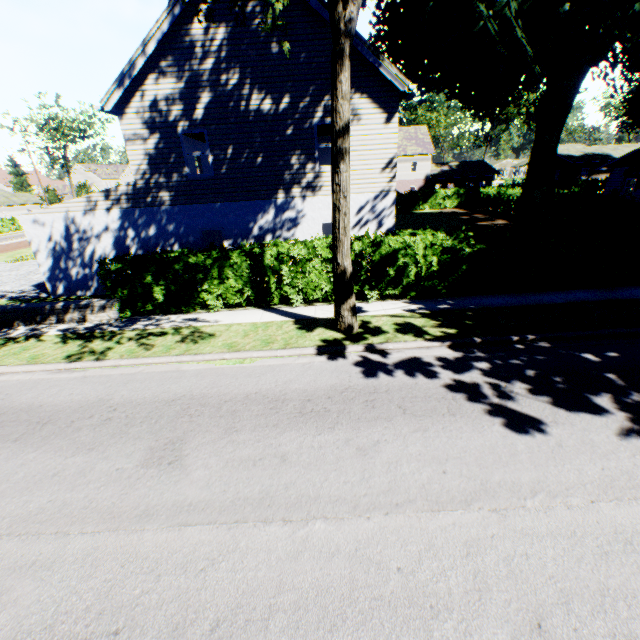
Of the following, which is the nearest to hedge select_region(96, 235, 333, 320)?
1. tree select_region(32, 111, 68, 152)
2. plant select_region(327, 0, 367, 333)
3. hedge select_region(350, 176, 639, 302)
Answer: hedge select_region(350, 176, 639, 302)

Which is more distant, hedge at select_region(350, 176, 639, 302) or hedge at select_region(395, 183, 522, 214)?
hedge at select_region(395, 183, 522, 214)

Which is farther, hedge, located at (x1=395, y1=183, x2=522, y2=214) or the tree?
the tree

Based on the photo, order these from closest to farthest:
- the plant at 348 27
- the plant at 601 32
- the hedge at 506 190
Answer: the plant at 348 27, the plant at 601 32, the hedge at 506 190

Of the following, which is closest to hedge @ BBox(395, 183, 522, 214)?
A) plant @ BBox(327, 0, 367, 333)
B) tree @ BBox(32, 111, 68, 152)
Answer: tree @ BBox(32, 111, 68, 152)

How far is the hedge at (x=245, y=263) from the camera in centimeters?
1050cm

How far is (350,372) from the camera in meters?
7.3
